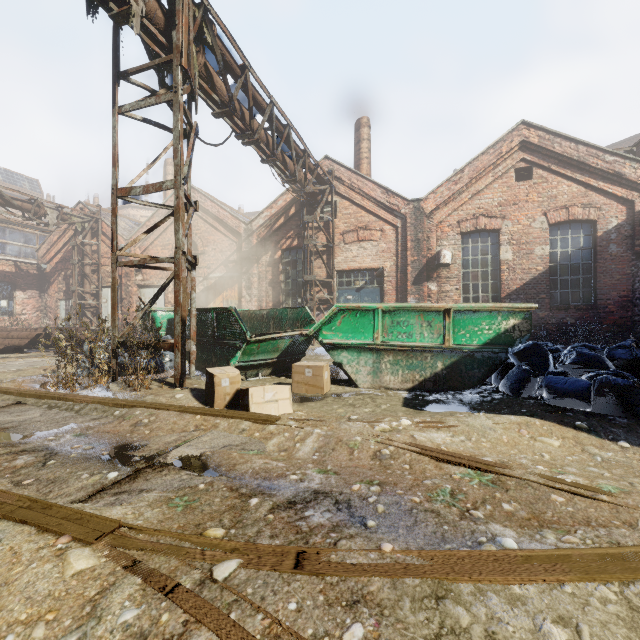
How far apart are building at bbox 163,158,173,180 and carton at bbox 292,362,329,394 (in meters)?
22.38

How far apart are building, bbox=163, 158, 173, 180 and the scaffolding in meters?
20.3 m

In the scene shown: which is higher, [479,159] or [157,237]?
[479,159]

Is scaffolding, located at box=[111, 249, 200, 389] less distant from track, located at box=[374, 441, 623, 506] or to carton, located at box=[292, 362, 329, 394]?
track, located at box=[374, 441, 623, 506]

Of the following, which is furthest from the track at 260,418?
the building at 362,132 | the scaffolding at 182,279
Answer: the building at 362,132

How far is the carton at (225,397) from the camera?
3.7m

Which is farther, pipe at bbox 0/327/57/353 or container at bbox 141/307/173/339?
pipe at bbox 0/327/57/353

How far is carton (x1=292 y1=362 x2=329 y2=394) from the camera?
4.8 meters
